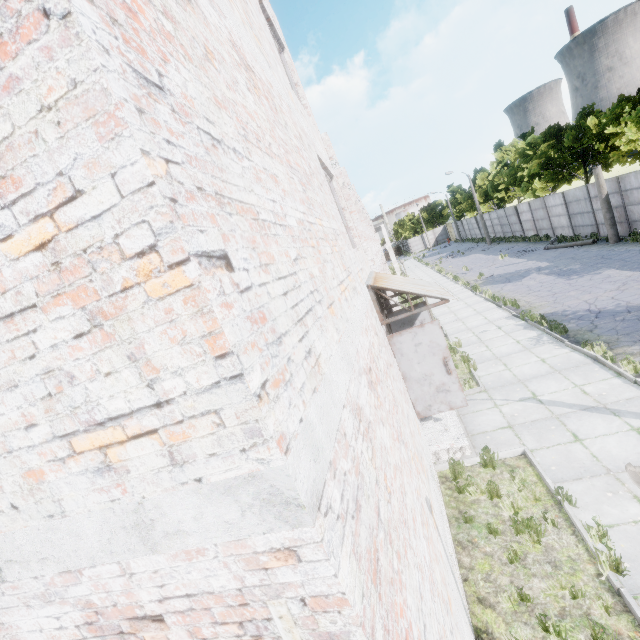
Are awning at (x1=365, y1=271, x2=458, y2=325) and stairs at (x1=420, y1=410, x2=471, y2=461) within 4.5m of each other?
yes

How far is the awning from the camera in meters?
6.8

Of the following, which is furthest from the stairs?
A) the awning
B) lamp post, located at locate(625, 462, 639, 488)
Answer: lamp post, located at locate(625, 462, 639, 488)

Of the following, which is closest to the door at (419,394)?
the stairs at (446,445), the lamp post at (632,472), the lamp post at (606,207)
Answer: the stairs at (446,445)

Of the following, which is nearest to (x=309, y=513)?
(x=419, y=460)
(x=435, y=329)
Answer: (x=419, y=460)

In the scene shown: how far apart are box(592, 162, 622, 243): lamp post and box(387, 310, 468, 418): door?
19.9 meters

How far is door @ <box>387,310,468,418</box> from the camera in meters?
7.1

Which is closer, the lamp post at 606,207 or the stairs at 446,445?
the stairs at 446,445
